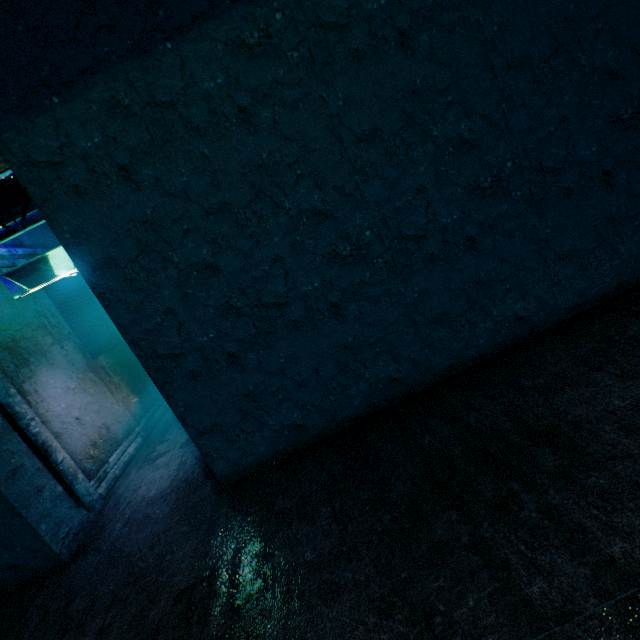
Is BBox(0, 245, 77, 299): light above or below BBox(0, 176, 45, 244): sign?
below

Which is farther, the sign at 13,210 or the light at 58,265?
the light at 58,265

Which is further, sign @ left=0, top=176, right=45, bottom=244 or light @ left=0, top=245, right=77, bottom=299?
light @ left=0, top=245, right=77, bottom=299

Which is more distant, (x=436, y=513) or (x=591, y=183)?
(x=591, y=183)

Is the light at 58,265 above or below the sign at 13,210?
below
